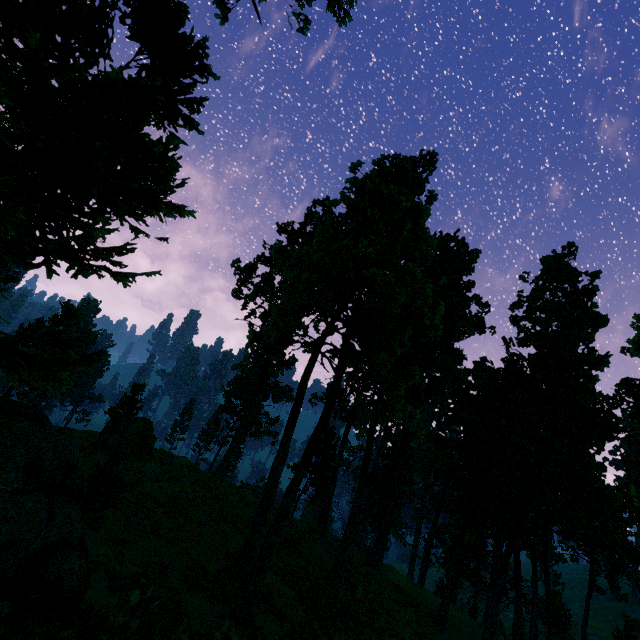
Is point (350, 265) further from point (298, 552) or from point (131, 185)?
point (298, 552)

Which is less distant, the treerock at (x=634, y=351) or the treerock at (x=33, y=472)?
the treerock at (x=33, y=472)

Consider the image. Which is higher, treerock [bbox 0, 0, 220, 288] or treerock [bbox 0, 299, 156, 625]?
treerock [bbox 0, 0, 220, 288]

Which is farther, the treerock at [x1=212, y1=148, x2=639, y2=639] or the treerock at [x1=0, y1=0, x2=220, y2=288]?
the treerock at [x1=212, y1=148, x2=639, y2=639]

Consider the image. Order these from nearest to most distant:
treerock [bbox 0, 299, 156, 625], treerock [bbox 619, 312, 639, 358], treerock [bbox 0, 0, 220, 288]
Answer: treerock [bbox 0, 0, 220, 288] < treerock [bbox 0, 299, 156, 625] < treerock [bbox 619, 312, 639, 358]
